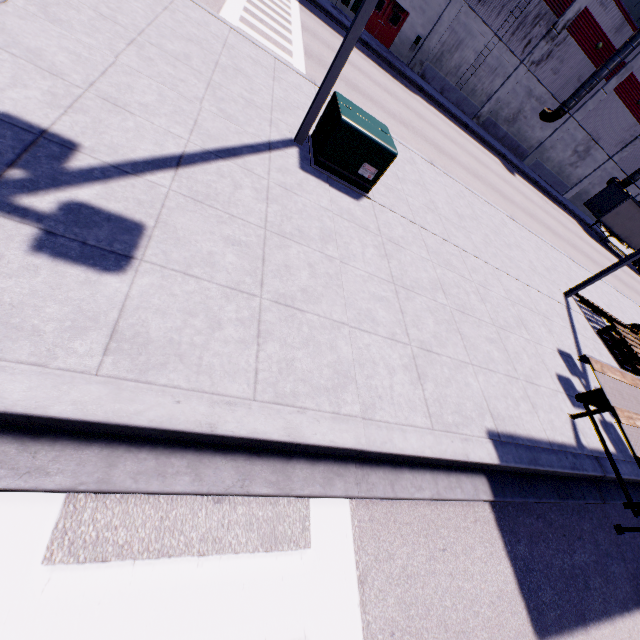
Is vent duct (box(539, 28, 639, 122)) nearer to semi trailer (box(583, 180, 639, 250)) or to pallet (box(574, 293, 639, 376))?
semi trailer (box(583, 180, 639, 250))

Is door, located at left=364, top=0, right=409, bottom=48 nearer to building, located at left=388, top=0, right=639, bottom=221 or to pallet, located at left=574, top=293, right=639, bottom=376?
building, located at left=388, top=0, right=639, bottom=221

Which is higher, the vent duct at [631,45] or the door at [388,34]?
the vent duct at [631,45]

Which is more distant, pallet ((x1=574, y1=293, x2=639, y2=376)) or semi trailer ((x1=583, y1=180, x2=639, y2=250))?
semi trailer ((x1=583, y1=180, x2=639, y2=250))

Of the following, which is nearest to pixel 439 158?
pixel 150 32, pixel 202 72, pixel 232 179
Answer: pixel 202 72

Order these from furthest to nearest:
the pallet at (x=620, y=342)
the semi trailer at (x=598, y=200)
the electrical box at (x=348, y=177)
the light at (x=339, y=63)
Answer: the semi trailer at (x=598, y=200), the pallet at (x=620, y=342), the electrical box at (x=348, y=177), the light at (x=339, y=63)

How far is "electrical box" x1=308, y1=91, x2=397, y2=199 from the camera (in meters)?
5.96

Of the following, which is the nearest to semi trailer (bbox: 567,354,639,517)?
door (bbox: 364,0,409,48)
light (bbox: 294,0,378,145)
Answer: door (bbox: 364,0,409,48)
